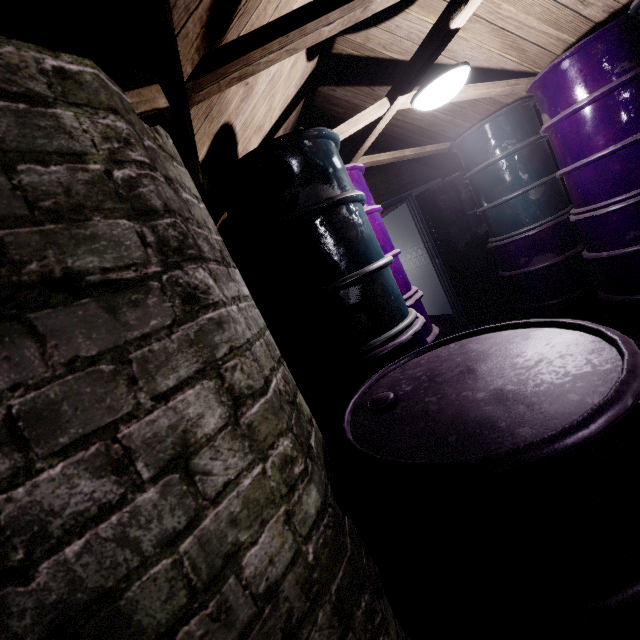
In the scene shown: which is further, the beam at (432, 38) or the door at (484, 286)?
the door at (484, 286)

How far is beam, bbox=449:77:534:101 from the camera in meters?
2.4 m

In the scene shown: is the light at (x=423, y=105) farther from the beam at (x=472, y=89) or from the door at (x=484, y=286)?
the door at (x=484, y=286)

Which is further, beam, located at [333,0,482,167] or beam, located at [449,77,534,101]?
beam, located at [449,77,534,101]

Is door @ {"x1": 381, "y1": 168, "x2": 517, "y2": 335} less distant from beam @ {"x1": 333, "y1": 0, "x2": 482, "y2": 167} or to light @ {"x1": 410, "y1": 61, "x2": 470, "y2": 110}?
beam @ {"x1": 333, "y1": 0, "x2": 482, "y2": 167}

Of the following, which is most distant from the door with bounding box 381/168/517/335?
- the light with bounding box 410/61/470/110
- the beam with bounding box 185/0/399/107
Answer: the light with bounding box 410/61/470/110

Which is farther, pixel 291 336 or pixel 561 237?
pixel 561 237
